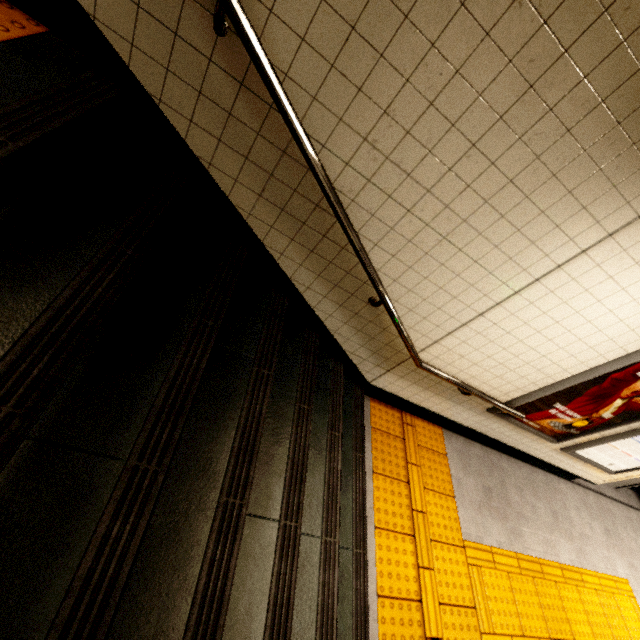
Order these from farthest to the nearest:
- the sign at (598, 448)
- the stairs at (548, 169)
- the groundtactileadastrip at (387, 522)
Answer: the sign at (598, 448) < the groundtactileadastrip at (387, 522) < the stairs at (548, 169)

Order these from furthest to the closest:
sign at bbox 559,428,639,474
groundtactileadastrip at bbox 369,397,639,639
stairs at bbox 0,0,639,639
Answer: sign at bbox 559,428,639,474, groundtactileadastrip at bbox 369,397,639,639, stairs at bbox 0,0,639,639

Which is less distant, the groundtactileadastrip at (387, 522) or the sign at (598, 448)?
the groundtactileadastrip at (387, 522)

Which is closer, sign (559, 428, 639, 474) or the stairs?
the stairs

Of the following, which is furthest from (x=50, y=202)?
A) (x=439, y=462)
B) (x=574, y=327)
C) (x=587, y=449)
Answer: (x=587, y=449)

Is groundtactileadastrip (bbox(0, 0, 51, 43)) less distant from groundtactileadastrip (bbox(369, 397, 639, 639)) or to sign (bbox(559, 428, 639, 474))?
groundtactileadastrip (bbox(369, 397, 639, 639))

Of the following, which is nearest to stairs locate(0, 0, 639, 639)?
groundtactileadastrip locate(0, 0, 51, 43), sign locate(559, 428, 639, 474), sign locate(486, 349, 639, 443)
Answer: groundtactileadastrip locate(0, 0, 51, 43)
